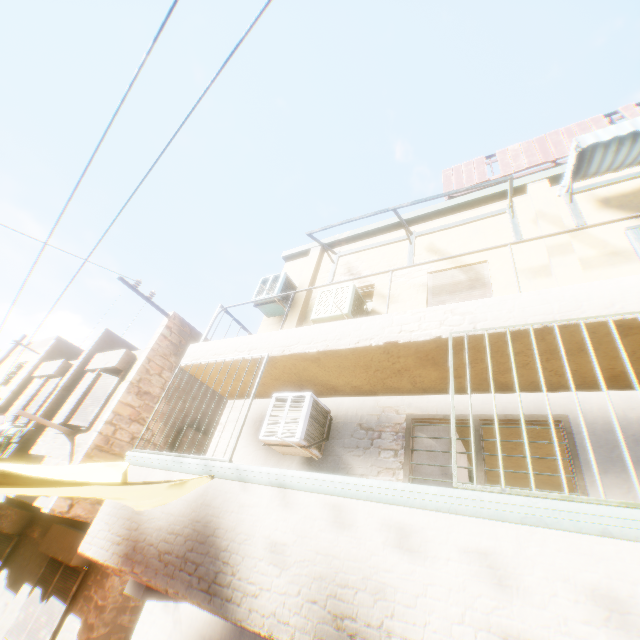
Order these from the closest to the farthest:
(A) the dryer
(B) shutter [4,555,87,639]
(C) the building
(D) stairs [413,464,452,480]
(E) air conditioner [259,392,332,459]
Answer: (C) the building, (E) air conditioner [259,392,332,459], (D) stairs [413,464,452,480], (B) shutter [4,555,87,639], (A) the dryer

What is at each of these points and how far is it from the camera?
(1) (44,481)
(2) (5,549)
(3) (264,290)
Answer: (1) tent, 2.6 meters
(2) shutter, 8.8 meters
(3) air conditioner, 7.9 meters

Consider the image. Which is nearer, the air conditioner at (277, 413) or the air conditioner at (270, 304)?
the air conditioner at (277, 413)

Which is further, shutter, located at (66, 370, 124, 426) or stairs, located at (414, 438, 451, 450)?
shutter, located at (66, 370, 124, 426)

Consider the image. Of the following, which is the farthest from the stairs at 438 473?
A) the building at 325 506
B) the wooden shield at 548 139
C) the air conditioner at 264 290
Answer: the wooden shield at 548 139

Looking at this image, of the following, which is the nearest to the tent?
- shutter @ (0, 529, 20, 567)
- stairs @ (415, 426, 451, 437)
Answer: stairs @ (415, 426, 451, 437)

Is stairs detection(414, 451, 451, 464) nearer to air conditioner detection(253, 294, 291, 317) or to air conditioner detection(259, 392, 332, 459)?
air conditioner detection(259, 392, 332, 459)

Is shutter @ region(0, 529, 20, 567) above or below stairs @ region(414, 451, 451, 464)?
below
